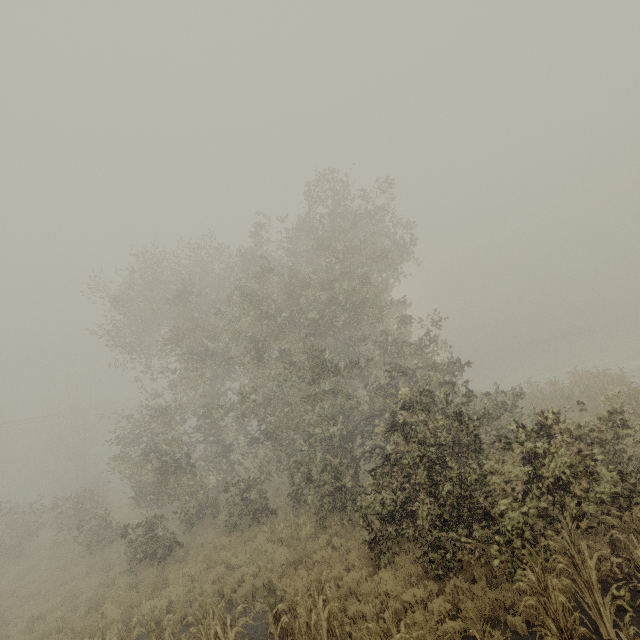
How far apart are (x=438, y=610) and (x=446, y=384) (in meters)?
10.32
